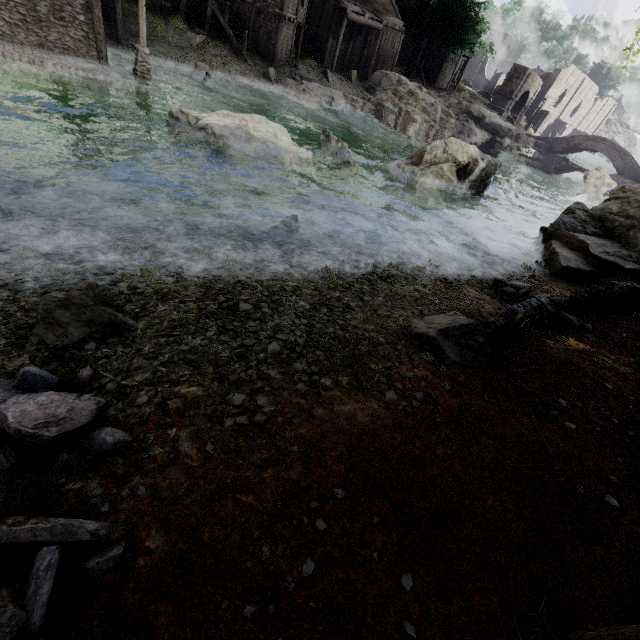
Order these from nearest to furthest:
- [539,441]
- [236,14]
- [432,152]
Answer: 1. [539,441]
2. [432,152]
3. [236,14]

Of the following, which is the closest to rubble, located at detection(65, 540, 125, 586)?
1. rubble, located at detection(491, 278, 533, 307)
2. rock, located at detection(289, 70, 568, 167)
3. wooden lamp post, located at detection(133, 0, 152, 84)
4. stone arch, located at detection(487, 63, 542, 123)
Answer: rubble, located at detection(491, 278, 533, 307)

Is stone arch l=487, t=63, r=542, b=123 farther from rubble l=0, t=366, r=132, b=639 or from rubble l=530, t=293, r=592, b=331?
rubble l=0, t=366, r=132, b=639

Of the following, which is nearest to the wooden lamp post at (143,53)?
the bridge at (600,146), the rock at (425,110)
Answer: the rock at (425,110)

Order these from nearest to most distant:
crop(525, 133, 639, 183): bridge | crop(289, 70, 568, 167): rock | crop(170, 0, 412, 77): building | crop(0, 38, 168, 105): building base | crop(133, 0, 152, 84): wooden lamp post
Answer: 1. crop(0, 38, 168, 105): building base
2. crop(133, 0, 152, 84): wooden lamp post
3. crop(170, 0, 412, 77): building
4. crop(289, 70, 568, 167): rock
5. crop(525, 133, 639, 183): bridge

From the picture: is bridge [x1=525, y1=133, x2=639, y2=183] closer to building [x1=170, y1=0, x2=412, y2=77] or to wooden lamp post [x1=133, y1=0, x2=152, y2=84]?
building [x1=170, y1=0, x2=412, y2=77]

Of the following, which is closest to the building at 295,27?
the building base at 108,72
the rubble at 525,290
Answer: the building base at 108,72

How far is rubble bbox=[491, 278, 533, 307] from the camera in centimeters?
914cm
